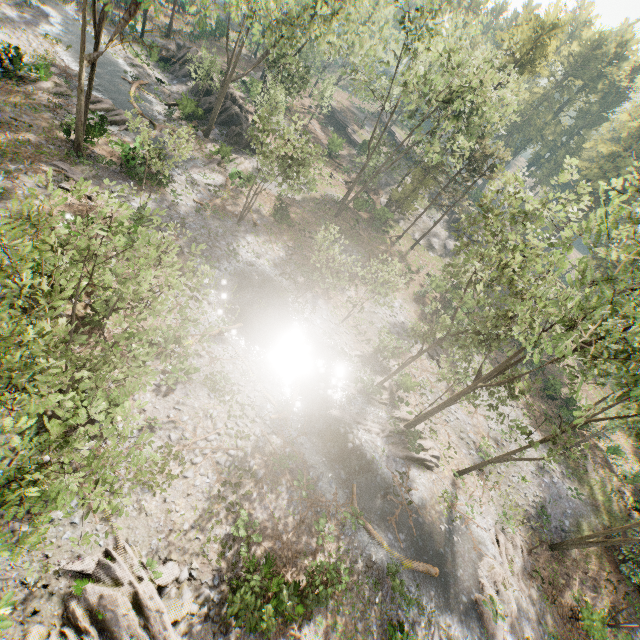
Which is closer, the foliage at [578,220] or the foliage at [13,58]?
the foliage at [578,220]

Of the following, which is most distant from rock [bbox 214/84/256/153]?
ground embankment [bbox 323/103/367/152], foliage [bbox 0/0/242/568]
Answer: ground embankment [bbox 323/103/367/152]

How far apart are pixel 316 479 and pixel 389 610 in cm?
655

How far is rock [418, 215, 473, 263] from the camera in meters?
45.5 m

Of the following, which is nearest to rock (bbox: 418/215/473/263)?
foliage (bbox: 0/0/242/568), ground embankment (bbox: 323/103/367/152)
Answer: foliage (bbox: 0/0/242/568)

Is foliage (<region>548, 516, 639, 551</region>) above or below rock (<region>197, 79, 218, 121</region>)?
above

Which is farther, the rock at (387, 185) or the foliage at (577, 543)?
the rock at (387, 185)

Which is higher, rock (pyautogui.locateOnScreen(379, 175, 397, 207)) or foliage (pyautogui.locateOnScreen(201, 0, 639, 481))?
foliage (pyautogui.locateOnScreen(201, 0, 639, 481))
